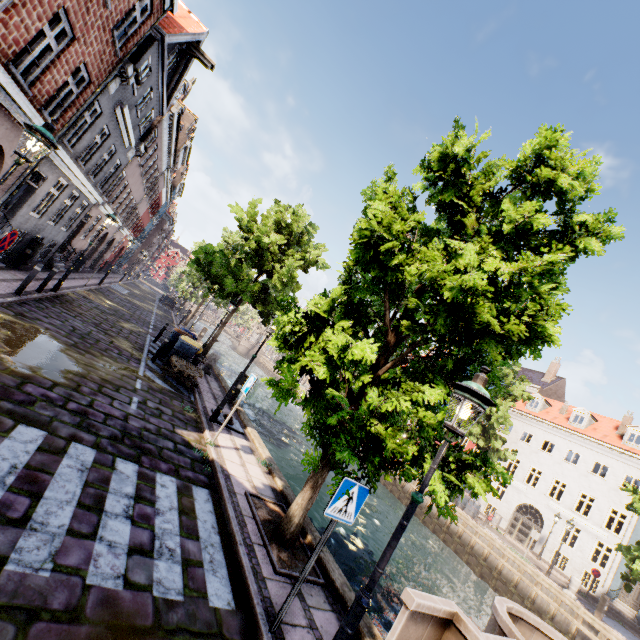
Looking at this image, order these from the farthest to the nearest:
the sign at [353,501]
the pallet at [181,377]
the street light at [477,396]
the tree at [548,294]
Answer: the pallet at [181,377], the tree at [548,294], the sign at [353,501], the street light at [477,396]

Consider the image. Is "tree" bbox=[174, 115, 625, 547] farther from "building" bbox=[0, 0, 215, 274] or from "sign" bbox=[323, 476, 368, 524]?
"building" bbox=[0, 0, 215, 274]

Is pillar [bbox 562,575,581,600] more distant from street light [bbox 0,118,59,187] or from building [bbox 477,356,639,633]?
street light [bbox 0,118,59,187]

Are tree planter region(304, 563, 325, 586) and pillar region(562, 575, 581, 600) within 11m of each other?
no

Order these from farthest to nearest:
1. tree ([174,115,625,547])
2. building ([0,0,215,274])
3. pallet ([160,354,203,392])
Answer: pallet ([160,354,203,392])
building ([0,0,215,274])
tree ([174,115,625,547])

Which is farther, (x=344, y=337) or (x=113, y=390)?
(x=113, y=390)

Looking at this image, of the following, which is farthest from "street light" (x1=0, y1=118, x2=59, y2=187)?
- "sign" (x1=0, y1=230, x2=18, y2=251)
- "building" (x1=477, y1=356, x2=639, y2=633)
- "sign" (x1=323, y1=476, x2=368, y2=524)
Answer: "building" (x1=477, y1=356, x2=639, y2=633)

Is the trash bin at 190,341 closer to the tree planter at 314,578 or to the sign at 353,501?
the tree planter at 314,578
